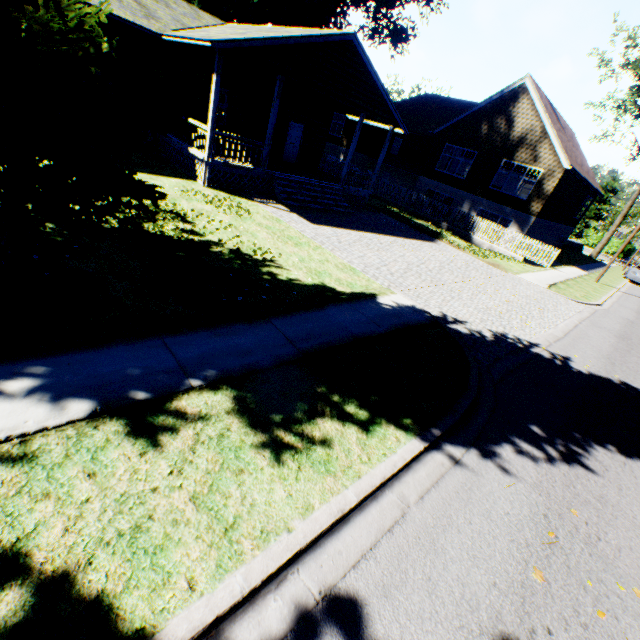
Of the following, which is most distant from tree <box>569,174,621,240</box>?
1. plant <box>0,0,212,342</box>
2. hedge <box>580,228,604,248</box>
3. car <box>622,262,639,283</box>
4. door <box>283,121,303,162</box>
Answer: door <box>283,121,303,162</box>

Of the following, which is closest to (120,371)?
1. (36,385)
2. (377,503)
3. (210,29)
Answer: (36,385)

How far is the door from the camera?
19.17m

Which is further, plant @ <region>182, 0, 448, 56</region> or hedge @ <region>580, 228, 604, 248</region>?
hedge @ <region>580, 228, 604, 248</region>

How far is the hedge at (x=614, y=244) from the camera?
49.6 meters

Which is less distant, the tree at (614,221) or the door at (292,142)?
the door at (292,142)

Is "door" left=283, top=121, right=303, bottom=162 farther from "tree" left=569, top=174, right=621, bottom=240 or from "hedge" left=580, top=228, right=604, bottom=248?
"hedge" left=580, top=228, right=604, bottom=248

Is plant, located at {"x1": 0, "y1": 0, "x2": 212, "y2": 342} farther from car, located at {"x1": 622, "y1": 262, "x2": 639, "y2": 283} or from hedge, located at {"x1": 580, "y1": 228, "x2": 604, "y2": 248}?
hedge, located at {"x1": 580, "y1": 228, "x2": 604, "y2": 248}
